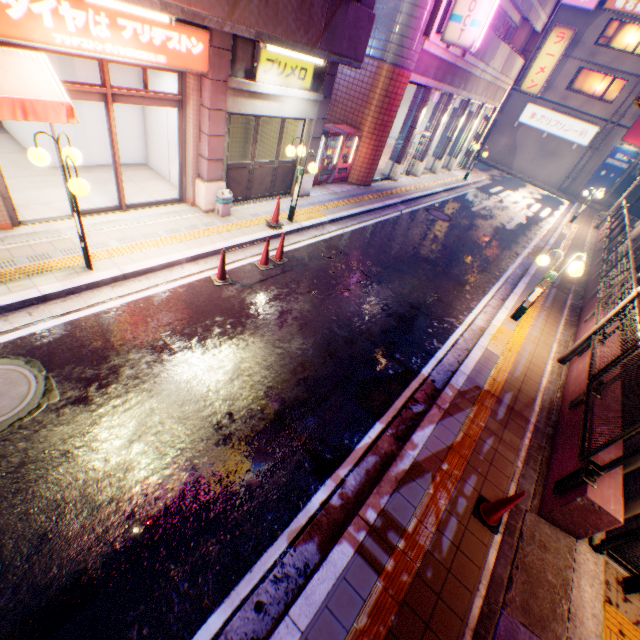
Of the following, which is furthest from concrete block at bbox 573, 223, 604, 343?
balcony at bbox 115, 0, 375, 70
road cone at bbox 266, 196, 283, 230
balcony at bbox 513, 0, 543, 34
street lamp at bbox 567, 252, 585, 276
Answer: balcony at bbox 513, 0, 543, 34

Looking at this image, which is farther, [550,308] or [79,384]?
[550,308]

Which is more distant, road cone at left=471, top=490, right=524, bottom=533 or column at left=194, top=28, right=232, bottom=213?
column at left=194, top=28, right=232, bottom=213

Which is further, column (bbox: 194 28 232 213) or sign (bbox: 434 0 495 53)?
sign (bbox: 434 0 495 53)

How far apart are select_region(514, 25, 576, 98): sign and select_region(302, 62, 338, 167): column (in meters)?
18.56

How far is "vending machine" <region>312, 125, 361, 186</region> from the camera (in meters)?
12.37

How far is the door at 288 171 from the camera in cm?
941

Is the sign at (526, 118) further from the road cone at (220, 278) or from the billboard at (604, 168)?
the road cone at (220, 278)
